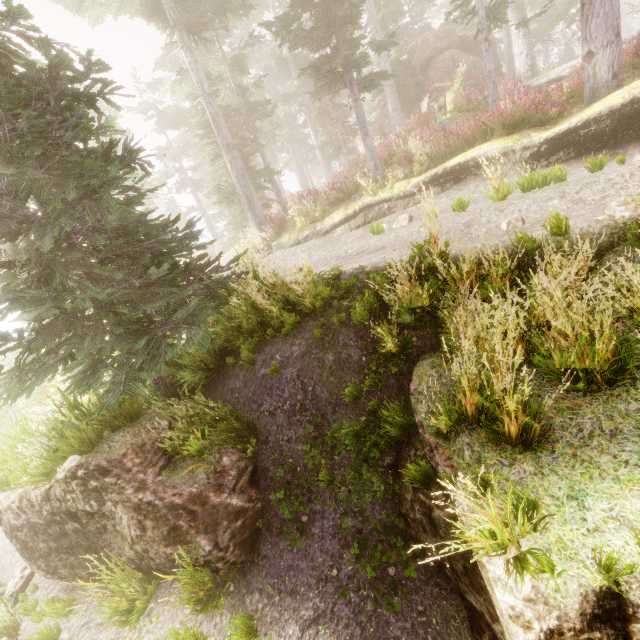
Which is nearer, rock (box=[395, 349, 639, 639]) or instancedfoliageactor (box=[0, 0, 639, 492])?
rock (box=[395, 349, 639, 639])

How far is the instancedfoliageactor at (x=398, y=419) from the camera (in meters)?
3.68

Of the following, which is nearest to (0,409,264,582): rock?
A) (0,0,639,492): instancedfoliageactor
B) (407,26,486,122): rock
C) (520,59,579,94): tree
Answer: (0,0,639,492): instancedfoliageactor

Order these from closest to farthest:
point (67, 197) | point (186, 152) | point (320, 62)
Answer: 1. point (67, 197)
2. point (320, 62)
3. point (186, 152)

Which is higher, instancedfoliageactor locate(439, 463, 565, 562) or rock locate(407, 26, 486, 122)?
rock locate(407, 26, 486, 122)

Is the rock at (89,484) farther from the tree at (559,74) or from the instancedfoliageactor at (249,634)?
the tree at (559,74)

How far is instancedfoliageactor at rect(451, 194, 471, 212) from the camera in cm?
768
